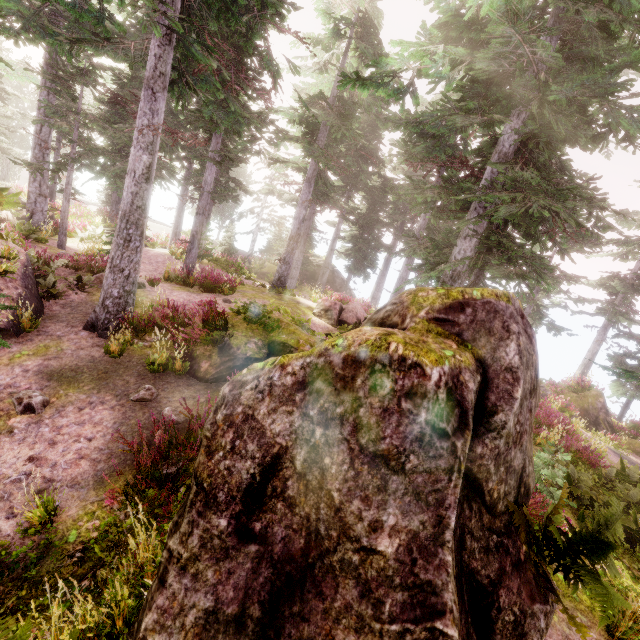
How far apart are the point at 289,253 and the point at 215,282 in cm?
516

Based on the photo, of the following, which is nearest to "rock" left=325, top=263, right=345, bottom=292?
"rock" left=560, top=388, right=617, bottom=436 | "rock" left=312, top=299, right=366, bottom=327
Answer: "rock" left=312, top=299, right=366, bottom=327

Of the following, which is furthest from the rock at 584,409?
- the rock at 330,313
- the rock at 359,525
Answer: the rock at 359,525

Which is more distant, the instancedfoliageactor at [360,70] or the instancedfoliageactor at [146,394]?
the instancedfoliageactor at [360,70]

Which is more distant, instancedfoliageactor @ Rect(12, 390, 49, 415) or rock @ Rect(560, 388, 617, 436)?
rock @ Rect(560, 388, 617, 436)

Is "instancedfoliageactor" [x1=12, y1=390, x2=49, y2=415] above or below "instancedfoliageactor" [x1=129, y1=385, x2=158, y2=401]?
below

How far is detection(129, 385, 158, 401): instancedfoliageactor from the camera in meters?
7.0

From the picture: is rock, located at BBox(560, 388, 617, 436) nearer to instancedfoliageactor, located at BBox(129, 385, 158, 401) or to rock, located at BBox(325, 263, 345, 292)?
instancedfoliageactor, located at BBox(129, 385, 158, 401)
